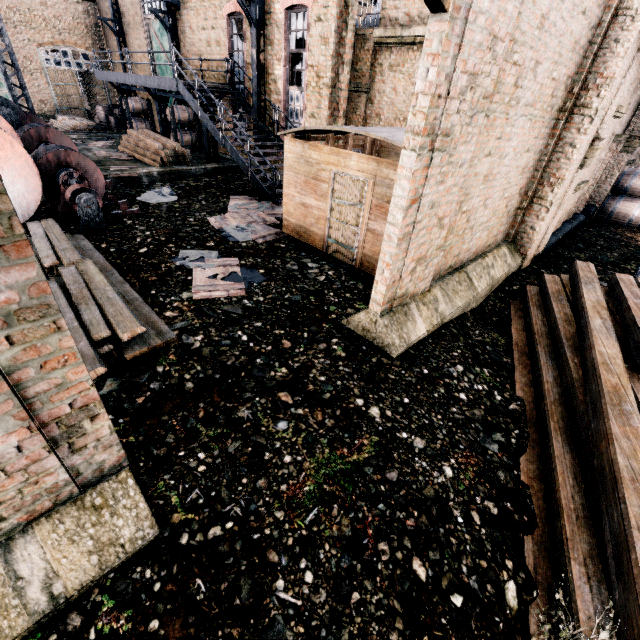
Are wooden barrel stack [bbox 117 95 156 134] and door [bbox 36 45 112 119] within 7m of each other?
no

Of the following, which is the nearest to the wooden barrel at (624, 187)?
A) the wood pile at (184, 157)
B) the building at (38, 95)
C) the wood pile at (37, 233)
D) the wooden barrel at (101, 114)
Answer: the building at (38, 95)

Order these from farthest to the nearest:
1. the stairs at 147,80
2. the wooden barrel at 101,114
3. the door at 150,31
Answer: the wooden barrel at 101,114 → the door at 150,31 → the stairs at 147,80

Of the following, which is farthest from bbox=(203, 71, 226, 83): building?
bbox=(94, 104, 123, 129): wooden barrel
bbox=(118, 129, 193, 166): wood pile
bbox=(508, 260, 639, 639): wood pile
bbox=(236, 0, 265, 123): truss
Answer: bbox=(118, 129, 193, 166): wood pile

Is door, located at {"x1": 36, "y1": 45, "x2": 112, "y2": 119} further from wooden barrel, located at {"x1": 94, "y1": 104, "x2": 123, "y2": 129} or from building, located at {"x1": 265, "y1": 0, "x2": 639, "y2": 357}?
wooden barrel, located at {"x1": 94, "y1": 104, "x2": 123, "y2": 129}

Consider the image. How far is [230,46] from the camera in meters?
16.6

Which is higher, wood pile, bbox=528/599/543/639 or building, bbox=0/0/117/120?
building, bbox=0/0/117/120

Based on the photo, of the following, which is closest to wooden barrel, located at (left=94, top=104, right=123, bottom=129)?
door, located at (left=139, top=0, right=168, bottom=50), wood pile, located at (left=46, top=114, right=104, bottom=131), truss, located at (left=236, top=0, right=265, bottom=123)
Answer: wood pile, located at (left=46, top=114, right=104, bottom=131)
